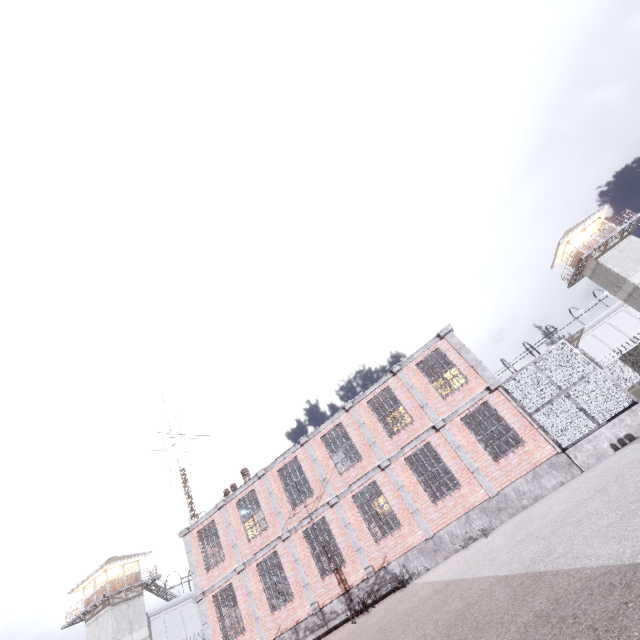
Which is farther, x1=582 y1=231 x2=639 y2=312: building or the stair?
x1=582 y1=231 x2=639 y2=312: building

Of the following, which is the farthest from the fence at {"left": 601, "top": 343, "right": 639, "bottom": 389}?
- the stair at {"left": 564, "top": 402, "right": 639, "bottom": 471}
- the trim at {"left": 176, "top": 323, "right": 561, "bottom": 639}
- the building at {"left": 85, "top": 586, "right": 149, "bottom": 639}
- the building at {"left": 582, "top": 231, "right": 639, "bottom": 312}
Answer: the stair at {"left": 564, "top": 402, "right": 639, "bottom": 471}

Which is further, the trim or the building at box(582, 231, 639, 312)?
the building at box(582, 231, 639, 312)

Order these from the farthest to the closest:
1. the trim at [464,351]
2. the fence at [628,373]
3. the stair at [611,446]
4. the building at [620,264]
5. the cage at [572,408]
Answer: the fence at [628,373], the building at [620,264], the trim at [464,351], the cage at [572,408], the stair at [611,446]

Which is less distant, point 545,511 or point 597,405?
point 545,511

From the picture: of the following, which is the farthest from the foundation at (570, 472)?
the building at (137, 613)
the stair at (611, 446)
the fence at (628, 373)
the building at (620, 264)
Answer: the building at (620, 264)

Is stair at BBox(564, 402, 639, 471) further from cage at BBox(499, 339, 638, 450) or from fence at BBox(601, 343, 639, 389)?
fence at BBox(601, 343, 639, 389)

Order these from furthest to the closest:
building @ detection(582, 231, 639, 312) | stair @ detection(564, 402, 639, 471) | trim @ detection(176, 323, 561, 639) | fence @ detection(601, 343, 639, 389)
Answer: fence @ detection(601, 343, 639, 389), building @ detection(582, 231, 639, 312), trim @ detection(176, 323, 561, 639), stair @ detection(564, 402, 639, 471)
